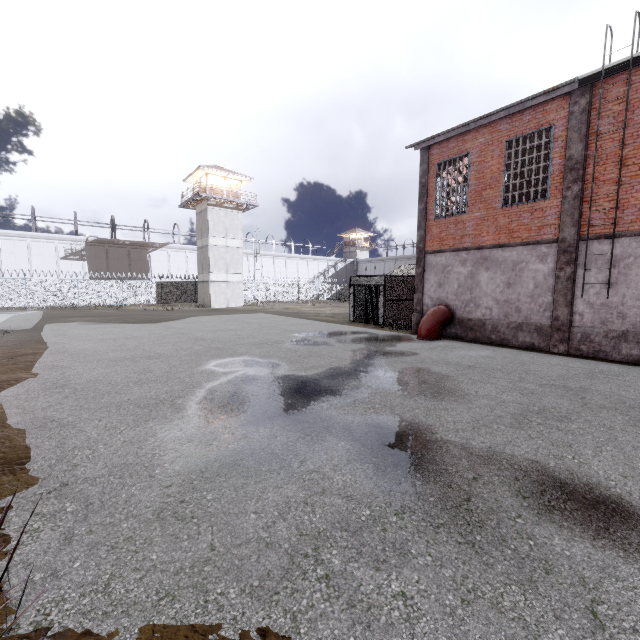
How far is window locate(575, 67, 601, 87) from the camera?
9.9 meters

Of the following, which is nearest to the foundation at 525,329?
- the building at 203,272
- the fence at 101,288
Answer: the fence at 101,288

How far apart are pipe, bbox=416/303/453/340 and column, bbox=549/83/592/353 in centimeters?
368cm

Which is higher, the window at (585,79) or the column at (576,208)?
the window at (585,79)

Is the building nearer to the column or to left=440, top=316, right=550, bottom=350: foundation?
left=440, top=316, right=550, bottom=350: foundation

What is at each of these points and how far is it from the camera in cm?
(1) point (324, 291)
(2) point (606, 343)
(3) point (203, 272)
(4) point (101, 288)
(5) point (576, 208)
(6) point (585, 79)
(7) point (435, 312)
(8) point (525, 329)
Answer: (1) fence, 5400
(2) foundation, 1048
(3) building, 3712
(4) fence, 3469
(5) column, 1086
(6) window, 1026
(7) pipe, 1420
(8) foundation, 1232

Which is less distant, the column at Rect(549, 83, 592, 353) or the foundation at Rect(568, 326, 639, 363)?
the foundation at Rect(568, 326, 639, 363)

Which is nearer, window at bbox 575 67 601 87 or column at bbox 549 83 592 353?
window at bbox 575 67 601 87
